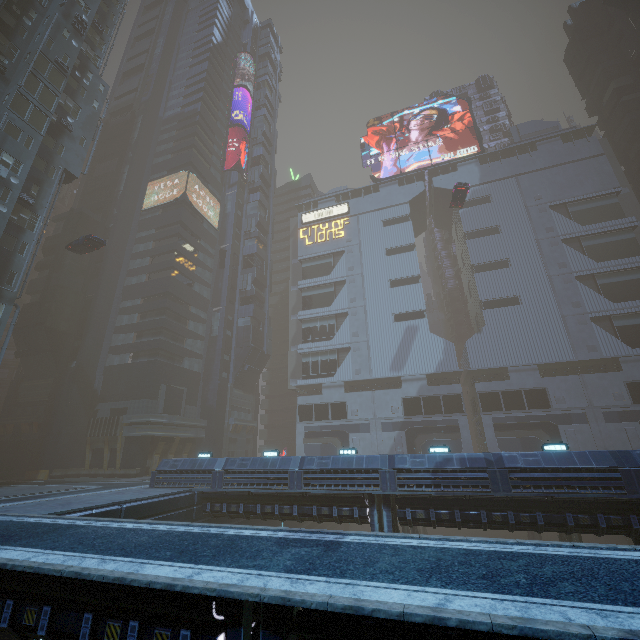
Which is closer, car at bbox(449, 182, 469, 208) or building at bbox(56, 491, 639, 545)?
building at bbox(56, 491, 639, 545)

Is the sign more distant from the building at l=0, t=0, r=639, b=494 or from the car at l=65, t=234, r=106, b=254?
the car at l=65, t=234, r=106, b=254

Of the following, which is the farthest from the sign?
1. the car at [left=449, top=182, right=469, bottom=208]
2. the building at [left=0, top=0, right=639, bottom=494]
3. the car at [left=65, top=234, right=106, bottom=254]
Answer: the car at [left=65, top=234, right=106, bottom=254]

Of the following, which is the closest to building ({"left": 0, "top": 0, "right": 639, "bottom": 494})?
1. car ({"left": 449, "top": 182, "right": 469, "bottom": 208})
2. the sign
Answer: the sign

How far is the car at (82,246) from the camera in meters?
32.9 m

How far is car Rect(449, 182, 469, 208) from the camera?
38.4 meters

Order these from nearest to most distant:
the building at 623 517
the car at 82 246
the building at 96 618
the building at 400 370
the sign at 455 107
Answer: the building at 96 618 → the building at 623 517 → the building at 400 370 → the car at 82 246 → the sign at 455 107

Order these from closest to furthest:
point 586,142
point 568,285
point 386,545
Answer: point 386,545
point 568,285
point 586,142
